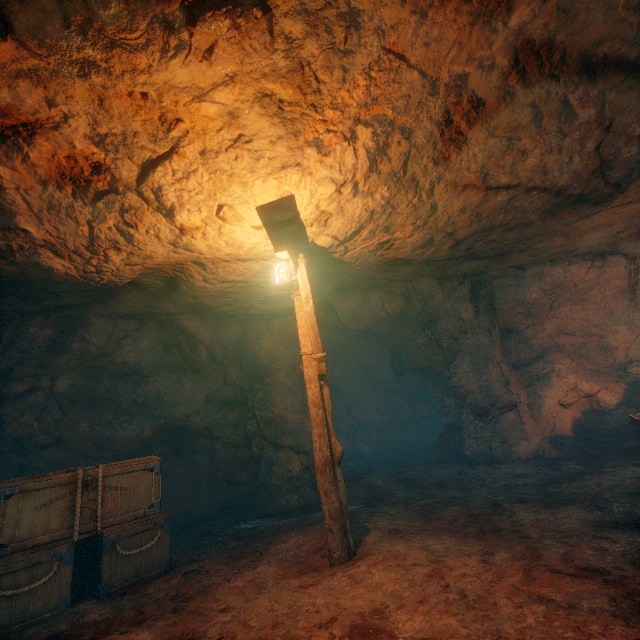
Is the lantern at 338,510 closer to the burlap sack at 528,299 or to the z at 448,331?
the burlap sack at 528,299

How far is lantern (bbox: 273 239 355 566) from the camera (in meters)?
4.29

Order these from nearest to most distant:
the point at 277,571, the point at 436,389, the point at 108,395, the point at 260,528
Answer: the point at 277,571 < the point at 260,528 < the point at 108,395 < the point at 436,389

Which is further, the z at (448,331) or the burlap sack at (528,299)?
the z at (448,331)

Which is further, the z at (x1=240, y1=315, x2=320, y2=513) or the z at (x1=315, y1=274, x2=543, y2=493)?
the z at (x1=315, y1=274, x2=543, y2=493)

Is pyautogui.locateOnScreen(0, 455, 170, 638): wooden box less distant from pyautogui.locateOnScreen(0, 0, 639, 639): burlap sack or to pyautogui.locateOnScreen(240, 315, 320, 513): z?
pyautogui.locateOnScreen(0, 0, 639, 639): burlap sack

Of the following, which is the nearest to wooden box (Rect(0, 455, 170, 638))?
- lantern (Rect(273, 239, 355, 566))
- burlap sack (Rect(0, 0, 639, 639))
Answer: burlap sack (Rect(0, 0, 639, 639))

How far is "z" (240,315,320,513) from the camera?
8.1m
